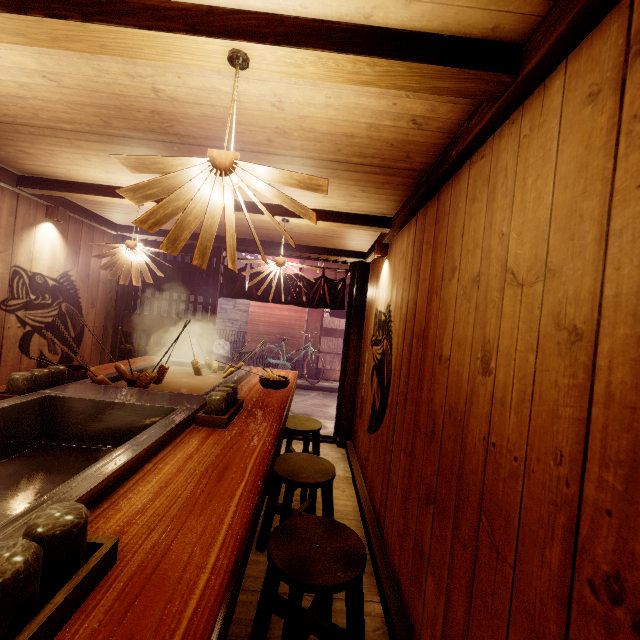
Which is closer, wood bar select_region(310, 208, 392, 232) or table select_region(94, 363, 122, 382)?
table select_region(94, 363, 122, 382)

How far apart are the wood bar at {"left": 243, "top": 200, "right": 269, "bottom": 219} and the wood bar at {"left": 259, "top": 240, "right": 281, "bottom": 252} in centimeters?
257cm

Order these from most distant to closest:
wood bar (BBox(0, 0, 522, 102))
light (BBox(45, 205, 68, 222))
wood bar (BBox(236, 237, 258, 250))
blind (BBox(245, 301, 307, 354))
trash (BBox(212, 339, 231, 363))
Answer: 1. blind (BBox(245, 301, 307, 354))
2. trash (BBox(212, 339, 231, 363))
3. wood bar (BBox(236, 237, 258, 250))
4. light (BBox(45, 205, 68, 222))
5. wood bar (BBox(0, 0, 522, 102))

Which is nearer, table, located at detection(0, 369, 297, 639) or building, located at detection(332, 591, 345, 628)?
table, located at detection(0, 369, 297, 639)

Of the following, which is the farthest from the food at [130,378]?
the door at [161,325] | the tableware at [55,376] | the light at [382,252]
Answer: the door at [161,325]

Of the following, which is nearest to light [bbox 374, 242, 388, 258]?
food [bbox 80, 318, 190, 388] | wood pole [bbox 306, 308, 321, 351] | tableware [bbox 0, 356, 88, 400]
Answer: food [bbox 80, 318, 190, 388]

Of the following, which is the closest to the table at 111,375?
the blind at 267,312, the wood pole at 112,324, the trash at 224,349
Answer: the wood pole at 112,324

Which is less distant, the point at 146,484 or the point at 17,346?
the point at 146,484
